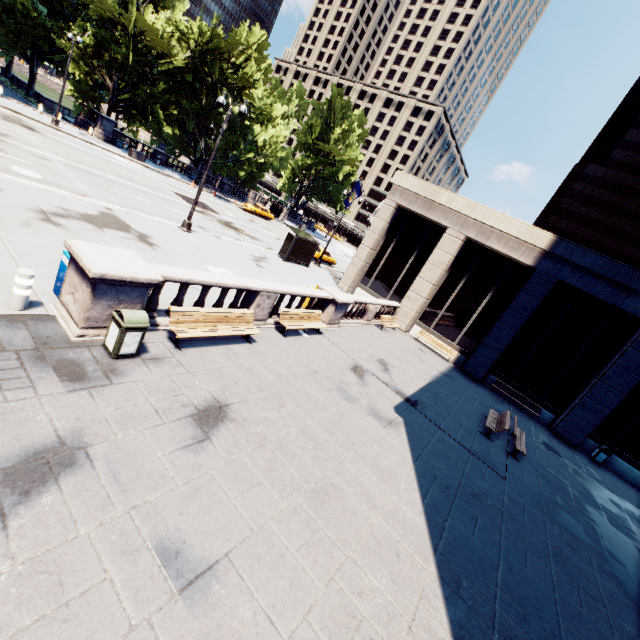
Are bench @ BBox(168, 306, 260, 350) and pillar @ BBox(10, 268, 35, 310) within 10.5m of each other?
yes

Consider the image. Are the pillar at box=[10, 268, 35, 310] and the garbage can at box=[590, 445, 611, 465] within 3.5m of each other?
no

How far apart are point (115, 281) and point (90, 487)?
4.0 meters

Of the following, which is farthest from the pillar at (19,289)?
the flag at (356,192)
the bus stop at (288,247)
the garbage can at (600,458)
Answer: the garbage can at (600,458)

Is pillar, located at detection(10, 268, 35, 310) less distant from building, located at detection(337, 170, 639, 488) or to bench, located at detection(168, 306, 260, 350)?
bench, located at detection(168, 306, 260, 350)

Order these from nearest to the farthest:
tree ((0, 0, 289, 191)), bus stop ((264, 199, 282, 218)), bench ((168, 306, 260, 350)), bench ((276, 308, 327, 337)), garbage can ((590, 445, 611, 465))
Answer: bench ((168, 306, 260, 350)), bench ((276, 308, 327, 337)), garbage can ((590, 445, 611, 465)), tree ((0, 0, 289, 191)), bus stop ((264, 199, 282, 218))

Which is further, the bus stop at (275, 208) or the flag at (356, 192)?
the bus stop at (275, 208)

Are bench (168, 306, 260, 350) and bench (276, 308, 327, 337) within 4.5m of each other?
yes
